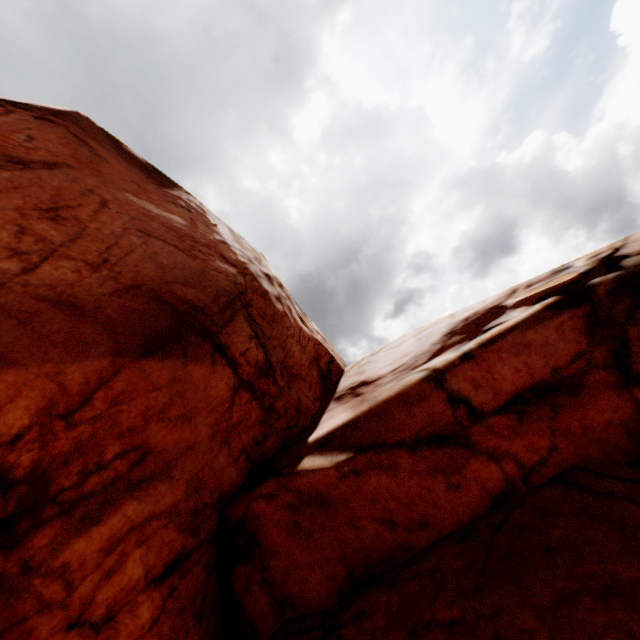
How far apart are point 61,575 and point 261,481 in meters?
2.6 m
